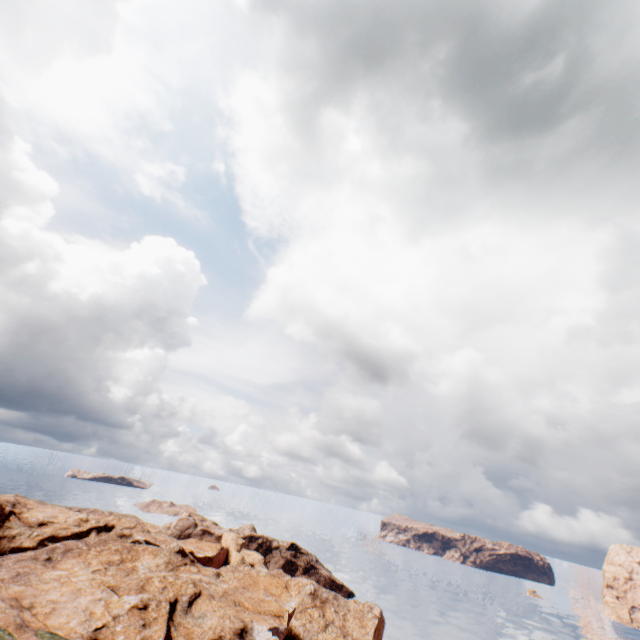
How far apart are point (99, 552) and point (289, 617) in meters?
30.3 m
